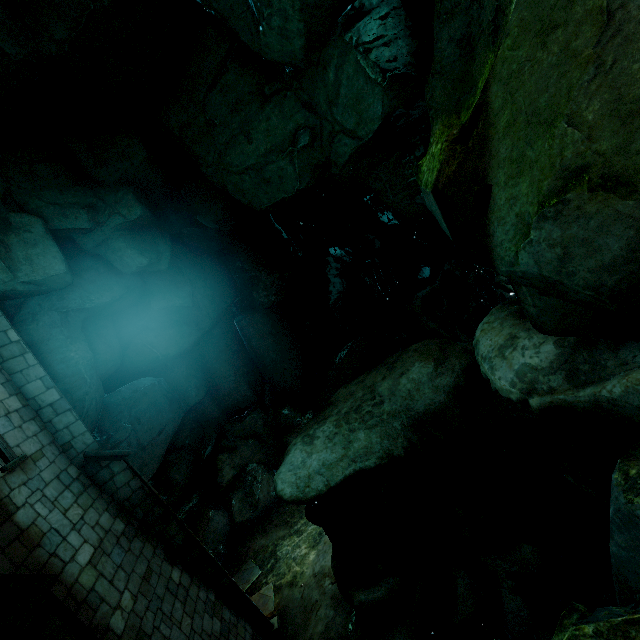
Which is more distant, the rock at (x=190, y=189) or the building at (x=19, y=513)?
the building at (x=19, y=513)

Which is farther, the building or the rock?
the building

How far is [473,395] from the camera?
8.34m
